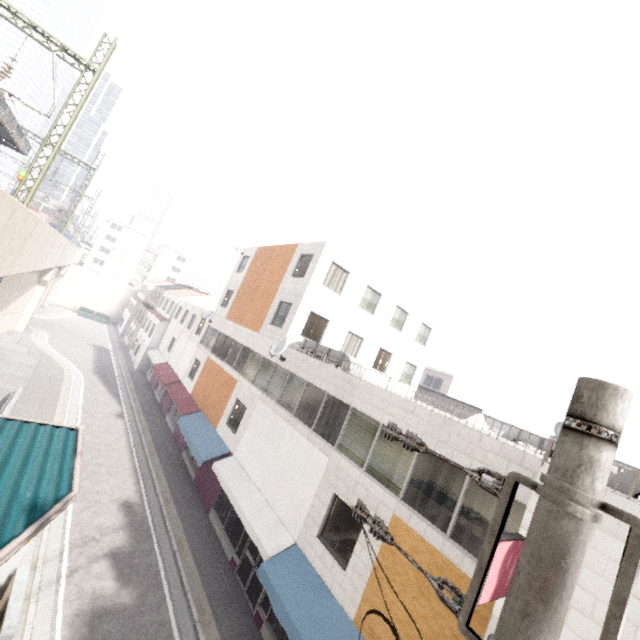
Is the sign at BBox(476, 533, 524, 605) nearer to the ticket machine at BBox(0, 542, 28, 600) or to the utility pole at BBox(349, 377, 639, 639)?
the utility pole at BBox(349, 377, 639, 639)

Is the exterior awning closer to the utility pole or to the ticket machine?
the ticket machine

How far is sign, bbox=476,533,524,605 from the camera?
5.3 meters

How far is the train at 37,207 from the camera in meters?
A: 31.6 m

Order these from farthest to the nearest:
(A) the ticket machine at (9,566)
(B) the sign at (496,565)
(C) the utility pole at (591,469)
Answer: (A) the ticket machine at (9,566)
(B) the sign at (496,565)
(C) the utility pole at (591,469)

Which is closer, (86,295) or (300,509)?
(300,509)

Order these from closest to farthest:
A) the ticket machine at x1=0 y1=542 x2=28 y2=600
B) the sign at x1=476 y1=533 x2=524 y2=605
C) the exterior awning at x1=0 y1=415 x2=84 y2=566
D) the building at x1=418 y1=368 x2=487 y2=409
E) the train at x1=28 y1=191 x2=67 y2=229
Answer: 1. the exterior awning at x1=0 y1=415 x2=84 y2=566
2. the sign at x1=476 y1=533 x2=524 y2=605
3. the ticket machine at x1=0 y1=542 x2=28 y2=600
4. the train at x1=28 y1=191 x2=67 y2=229
5. the building at x1=418 y1=368 x2=487 y2=409

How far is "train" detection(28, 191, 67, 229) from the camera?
31.60m
